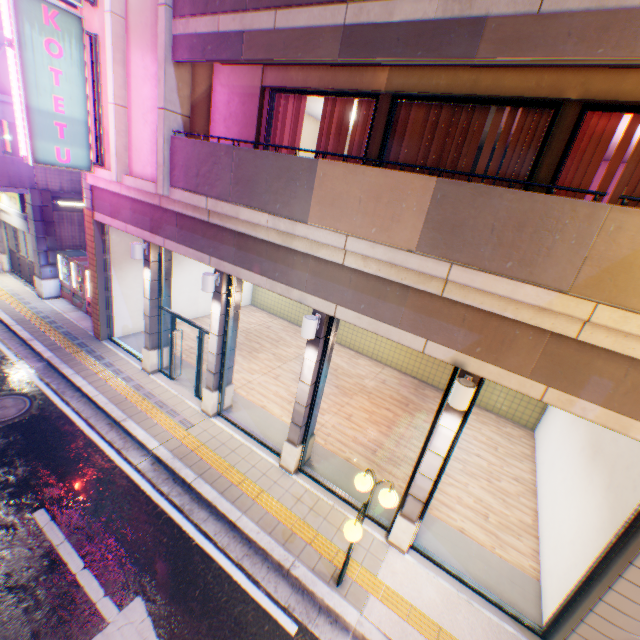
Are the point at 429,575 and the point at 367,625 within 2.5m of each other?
yes

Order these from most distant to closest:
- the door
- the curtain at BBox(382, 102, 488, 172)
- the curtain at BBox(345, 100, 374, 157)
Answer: the door, the curtain at BBox(345, 100, 374, 157), the curtain at BBox(382, 102, 488, 172)

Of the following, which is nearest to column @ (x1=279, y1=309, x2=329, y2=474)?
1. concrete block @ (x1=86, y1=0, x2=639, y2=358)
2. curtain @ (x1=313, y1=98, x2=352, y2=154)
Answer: concrete block @ (x1=86, y1=0, x2=639, y2=358)

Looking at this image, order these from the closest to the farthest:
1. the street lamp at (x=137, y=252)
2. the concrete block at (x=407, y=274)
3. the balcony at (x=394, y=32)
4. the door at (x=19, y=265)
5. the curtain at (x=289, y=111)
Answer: the balcony at (x=394, y=32) → the concrete block at (x=407, y=274) → the curtain at (x=289, y=111) → the street lamp at (x=137, y=252) → the door at (x=19, y=265)

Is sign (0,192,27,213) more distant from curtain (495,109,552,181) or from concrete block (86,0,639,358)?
curtain (495,109,552,181)

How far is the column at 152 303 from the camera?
9.0m

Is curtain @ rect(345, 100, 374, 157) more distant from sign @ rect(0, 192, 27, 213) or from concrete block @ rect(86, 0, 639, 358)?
sign @ rect(0, 192, 27, 213)

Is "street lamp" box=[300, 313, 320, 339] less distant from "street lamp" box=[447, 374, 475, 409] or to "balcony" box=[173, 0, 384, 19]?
"street lamp" box=[447, 374, 475, 409]
